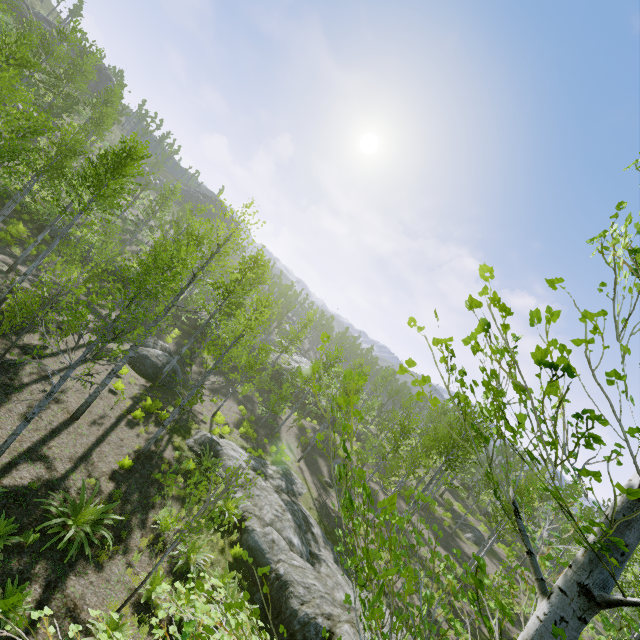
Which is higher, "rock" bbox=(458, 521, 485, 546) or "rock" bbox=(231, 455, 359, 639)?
"rock" bbox=(458, 521, 485, 546)

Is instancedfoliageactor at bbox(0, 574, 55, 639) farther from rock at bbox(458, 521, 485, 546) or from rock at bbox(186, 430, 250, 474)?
rock at bbox(186, 430, 250, 474)

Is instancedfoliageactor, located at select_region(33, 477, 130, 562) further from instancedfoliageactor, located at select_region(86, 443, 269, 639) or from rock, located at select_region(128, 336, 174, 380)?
rock, located at select_region(128, 336, 174, 380)

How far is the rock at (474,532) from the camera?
28.18m

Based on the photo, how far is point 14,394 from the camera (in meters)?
10.57

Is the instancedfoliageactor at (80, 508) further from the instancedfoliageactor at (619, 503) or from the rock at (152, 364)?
the rock at (152, 364)

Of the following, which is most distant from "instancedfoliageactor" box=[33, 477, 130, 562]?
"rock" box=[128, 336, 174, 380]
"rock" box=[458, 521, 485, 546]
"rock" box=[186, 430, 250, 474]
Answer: "rock" box=[458, 521, 485, 546]

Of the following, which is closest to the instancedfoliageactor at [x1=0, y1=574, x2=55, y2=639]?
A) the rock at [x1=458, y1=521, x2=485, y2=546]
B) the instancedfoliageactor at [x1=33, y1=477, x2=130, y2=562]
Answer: the rock at [x1=458, y1=521, x2=485, y2=546]
